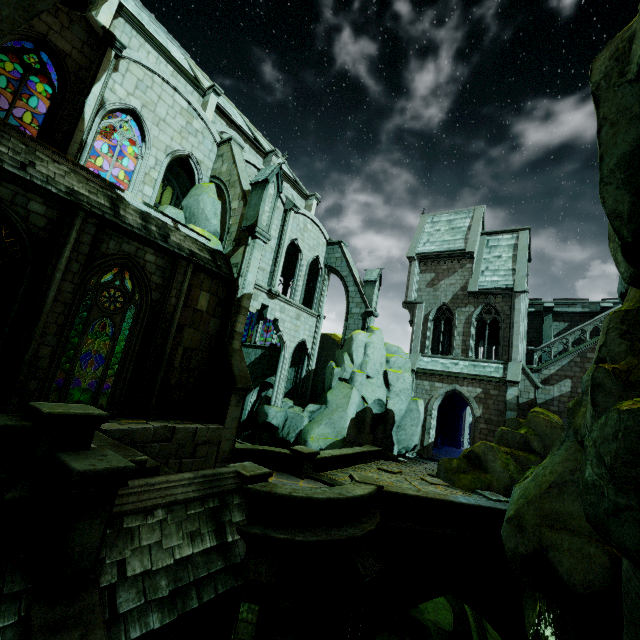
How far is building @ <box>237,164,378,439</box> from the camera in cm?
2145

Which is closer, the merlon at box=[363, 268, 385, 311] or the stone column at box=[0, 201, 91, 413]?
the stone column at box=[0, 201, 91, 413]

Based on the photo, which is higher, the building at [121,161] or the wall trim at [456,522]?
the building at [121,161]

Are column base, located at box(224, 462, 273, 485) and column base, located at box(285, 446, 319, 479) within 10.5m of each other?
yes

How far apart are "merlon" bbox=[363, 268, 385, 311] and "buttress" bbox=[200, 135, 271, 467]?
11.04m

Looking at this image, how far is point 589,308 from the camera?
23.06m

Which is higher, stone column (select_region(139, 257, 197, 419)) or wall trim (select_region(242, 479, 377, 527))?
stone column (select_region(139, 257, 197, 419))

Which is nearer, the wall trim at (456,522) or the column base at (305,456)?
the wall trim at (456,522)
